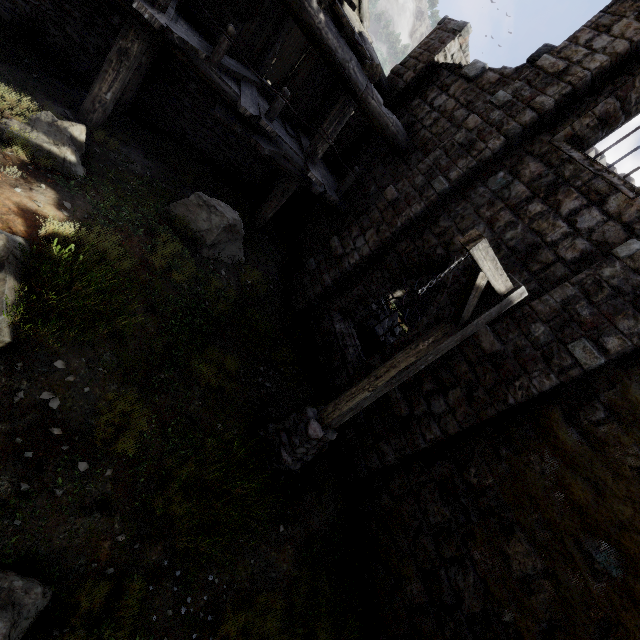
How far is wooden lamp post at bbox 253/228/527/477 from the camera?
3.7m

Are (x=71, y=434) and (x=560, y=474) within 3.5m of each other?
no

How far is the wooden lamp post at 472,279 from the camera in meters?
3.7

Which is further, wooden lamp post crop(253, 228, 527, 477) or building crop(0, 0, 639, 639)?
building crop(0, 0, 639, 639)

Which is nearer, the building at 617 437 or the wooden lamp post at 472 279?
the wooden lamp post at 472 279
